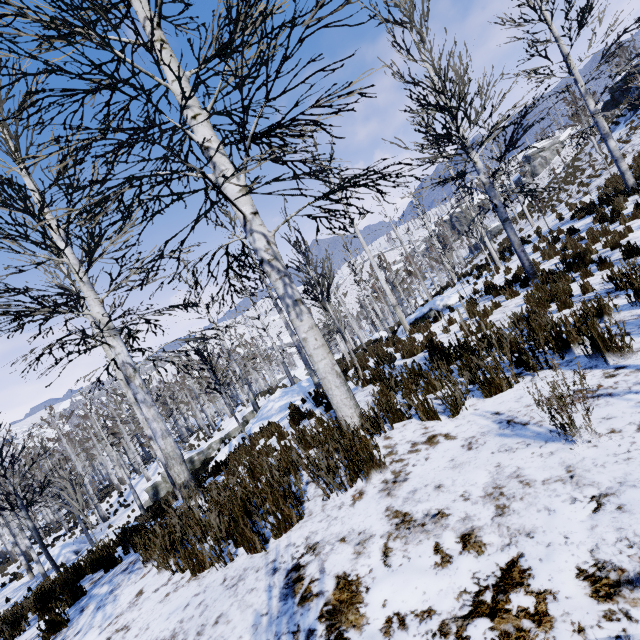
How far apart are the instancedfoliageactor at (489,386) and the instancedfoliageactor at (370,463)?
1.36m

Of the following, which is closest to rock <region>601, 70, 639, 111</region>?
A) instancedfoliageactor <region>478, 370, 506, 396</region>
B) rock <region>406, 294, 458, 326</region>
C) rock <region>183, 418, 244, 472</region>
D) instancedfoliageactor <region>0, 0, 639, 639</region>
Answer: instancedfoliageactor <region>0, 0, 639, 639</region>

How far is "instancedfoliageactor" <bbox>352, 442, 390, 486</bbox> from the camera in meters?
2.8

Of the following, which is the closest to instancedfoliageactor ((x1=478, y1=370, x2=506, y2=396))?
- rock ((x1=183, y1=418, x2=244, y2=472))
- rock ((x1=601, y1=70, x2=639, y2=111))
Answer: rock ((x1=601, y1=70, x2=639, y2=111))

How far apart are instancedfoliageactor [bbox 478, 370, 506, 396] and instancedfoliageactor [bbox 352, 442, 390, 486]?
1.36m

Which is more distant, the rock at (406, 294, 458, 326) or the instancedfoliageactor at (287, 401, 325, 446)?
the rock at (406, 294, 458, 326)

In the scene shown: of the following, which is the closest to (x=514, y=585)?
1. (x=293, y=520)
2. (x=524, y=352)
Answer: (x=293, y=520)

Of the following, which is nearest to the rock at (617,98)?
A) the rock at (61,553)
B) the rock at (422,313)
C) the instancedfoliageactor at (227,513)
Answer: the instancedfoliageactor at (227,513)
